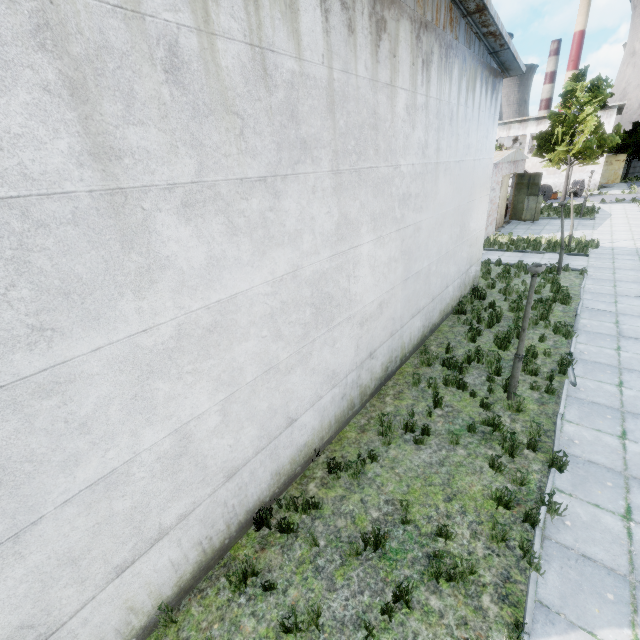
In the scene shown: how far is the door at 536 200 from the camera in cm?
2587

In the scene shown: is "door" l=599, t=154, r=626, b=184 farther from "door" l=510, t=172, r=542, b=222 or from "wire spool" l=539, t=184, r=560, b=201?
"door" l=510, t=172, r=542, b=222

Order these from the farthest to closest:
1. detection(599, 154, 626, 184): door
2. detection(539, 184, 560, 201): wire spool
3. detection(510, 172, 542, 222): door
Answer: detection(599, 154, 626, 184): door → detection(539, 184, 560, 201): wire spool → detection(510, 172, 542, 222): door

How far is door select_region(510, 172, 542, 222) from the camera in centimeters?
2587cm

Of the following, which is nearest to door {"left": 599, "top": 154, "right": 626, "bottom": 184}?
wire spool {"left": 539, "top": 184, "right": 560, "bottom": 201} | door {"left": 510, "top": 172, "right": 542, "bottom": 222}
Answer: wire spool {"left": 539, "top": 184, "right": 560, "bottom": 201}

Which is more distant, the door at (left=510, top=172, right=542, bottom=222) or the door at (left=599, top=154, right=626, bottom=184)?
the door at (left=599, top=154, right=626, bottom=184)

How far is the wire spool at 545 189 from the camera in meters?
37.0 m

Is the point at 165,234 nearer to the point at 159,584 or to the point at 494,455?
the point at 159,584
